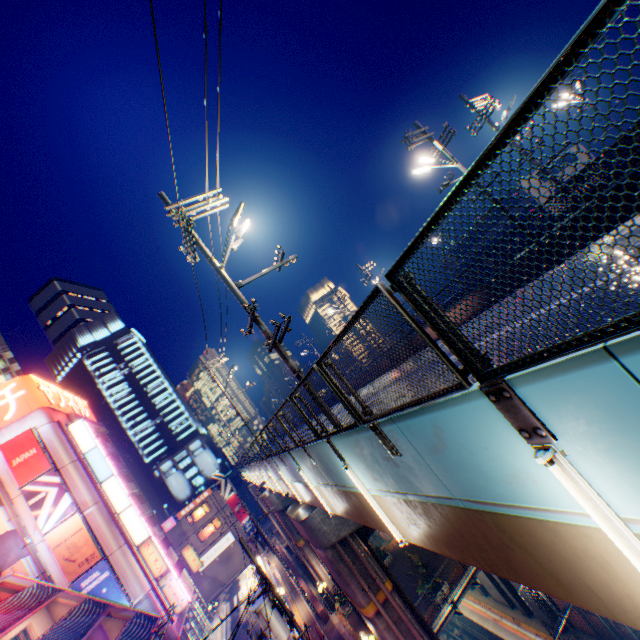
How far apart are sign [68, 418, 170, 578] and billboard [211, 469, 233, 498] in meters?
24.3 m

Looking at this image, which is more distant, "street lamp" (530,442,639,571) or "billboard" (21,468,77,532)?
"billboard" (21,468,77,532)

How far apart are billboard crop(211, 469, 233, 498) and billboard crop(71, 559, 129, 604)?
27.97m

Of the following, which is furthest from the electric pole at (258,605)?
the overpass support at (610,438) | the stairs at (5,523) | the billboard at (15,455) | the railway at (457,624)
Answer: the stairs at (5,523)

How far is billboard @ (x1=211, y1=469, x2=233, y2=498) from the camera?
54.38m

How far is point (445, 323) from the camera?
2.8m

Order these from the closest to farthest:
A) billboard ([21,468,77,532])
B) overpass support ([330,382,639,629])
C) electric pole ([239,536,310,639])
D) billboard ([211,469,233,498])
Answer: overpass support ([330,382,639,629])
electric pole ([239,536,310,639])
billboard ([21,468,77,532])
billboard ([211,469,233,498])

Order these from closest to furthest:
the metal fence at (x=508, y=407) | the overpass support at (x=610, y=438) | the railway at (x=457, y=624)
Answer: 1. the metal fence at (x=508, y=407)
2. the overpass support at (x=610, y=438)
3. the railway at (x=457, y=624)
